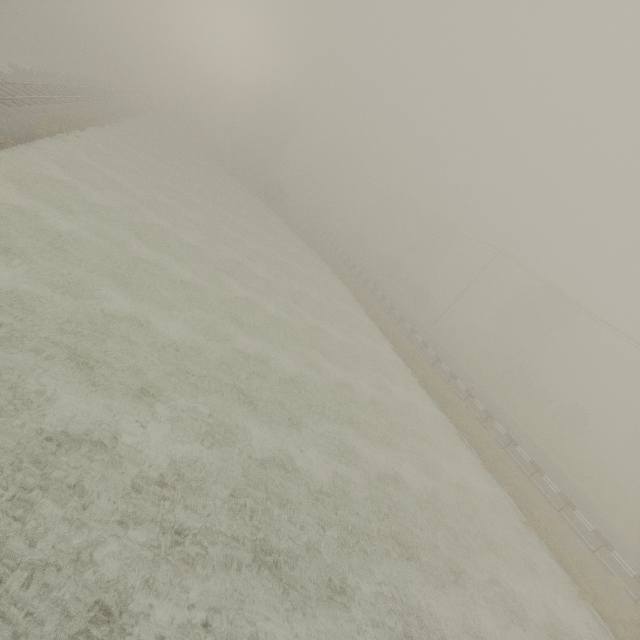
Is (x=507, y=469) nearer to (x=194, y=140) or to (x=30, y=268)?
(x=30, y=268)
